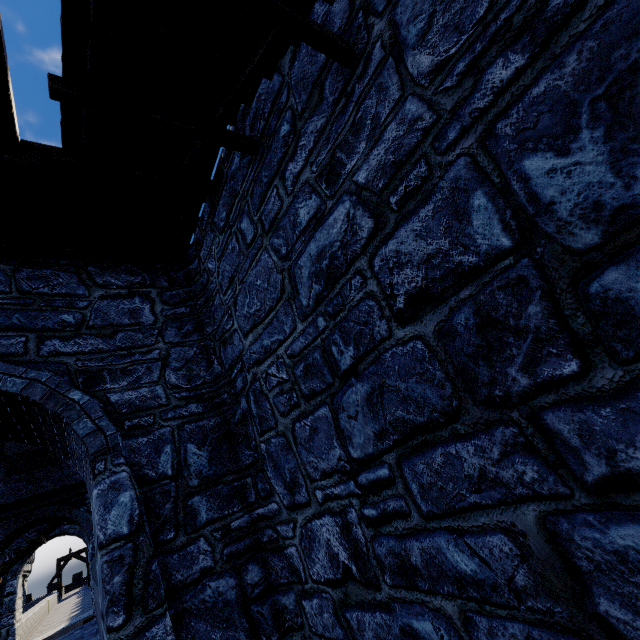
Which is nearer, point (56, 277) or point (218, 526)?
point (218, 526)
